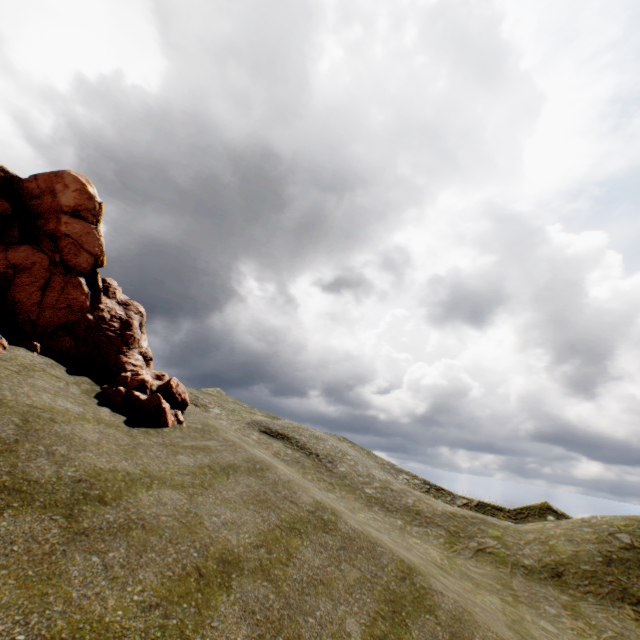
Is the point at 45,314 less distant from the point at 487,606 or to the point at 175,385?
the point at 175,385
